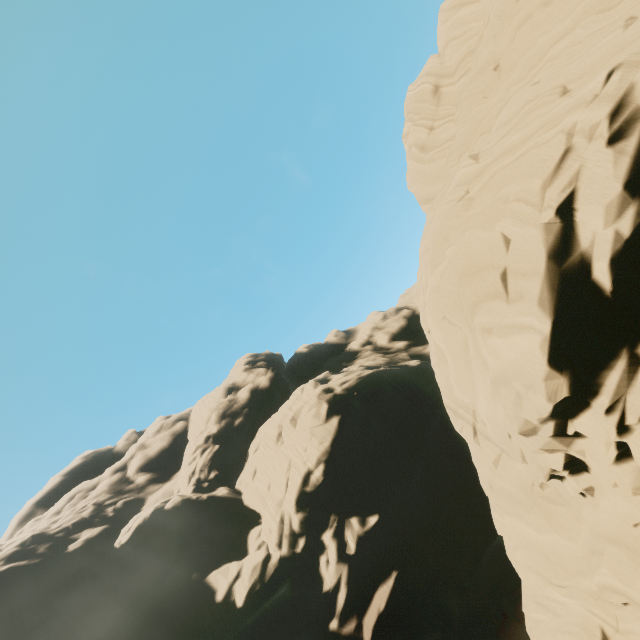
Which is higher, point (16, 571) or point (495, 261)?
point (16, 571)
